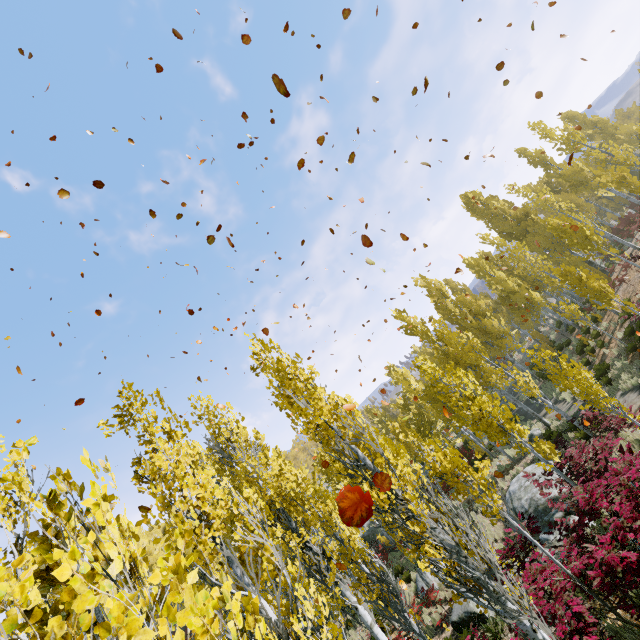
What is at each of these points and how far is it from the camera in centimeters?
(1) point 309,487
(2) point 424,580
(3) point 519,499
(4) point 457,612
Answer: (1) instancedfoliageactor, 1062cm
(2) rock, 1568cm
(3) rock, 1398cm
(4) rock, 1158cm

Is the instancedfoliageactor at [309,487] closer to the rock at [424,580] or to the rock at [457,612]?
the rock at [424,580]

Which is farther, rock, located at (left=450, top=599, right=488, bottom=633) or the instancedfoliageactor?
rock, located at (left=450, top=599, right=488, bottom=633)

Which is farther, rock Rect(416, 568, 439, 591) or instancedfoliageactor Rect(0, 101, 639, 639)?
rock Rect(416, 568, 439, 591)

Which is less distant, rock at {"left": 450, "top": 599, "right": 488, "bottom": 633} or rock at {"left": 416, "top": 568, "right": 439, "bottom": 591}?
rock at {"left": 450, "top": 599, "right": 488, "bottom": 633}

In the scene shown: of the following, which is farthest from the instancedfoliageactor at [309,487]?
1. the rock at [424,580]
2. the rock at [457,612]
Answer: the rock at [457,612]

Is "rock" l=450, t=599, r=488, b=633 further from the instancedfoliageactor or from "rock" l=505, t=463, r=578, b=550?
the instancedfoliageactor

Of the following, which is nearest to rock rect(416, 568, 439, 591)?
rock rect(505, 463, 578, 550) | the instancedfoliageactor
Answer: the instancedfoliageactor
